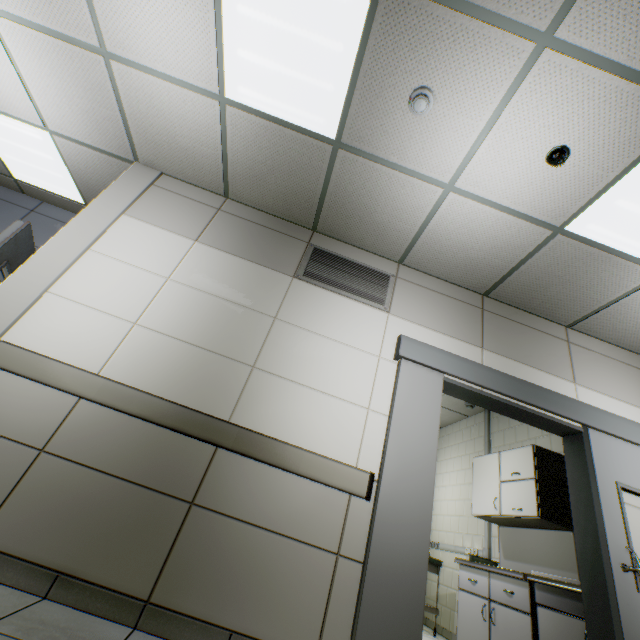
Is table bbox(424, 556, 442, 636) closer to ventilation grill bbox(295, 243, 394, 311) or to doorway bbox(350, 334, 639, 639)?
doorway bbox(350, 334, 639, 639)

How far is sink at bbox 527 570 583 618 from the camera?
2.7m

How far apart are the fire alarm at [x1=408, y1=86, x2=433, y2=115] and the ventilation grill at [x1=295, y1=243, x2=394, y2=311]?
1.4m

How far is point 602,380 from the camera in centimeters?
331cm

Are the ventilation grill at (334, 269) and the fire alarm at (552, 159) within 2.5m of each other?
yes

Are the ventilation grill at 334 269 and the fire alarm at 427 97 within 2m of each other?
yes

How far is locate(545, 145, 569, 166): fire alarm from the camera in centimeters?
221cm

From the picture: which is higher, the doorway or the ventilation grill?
the ventilation grill
